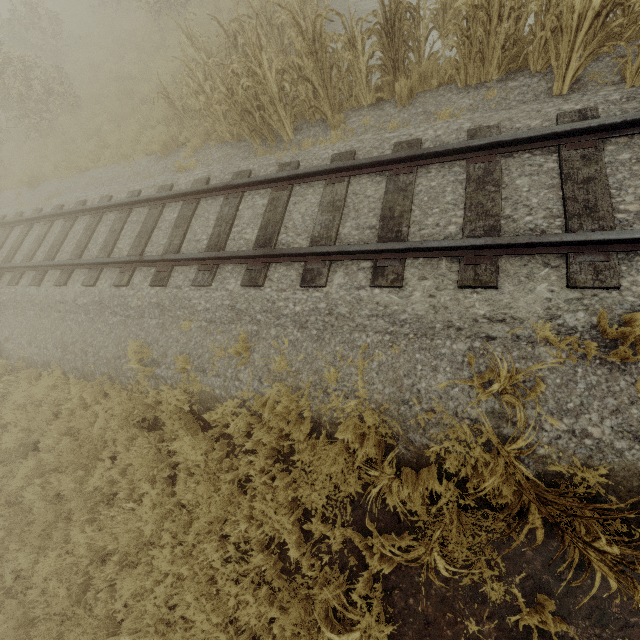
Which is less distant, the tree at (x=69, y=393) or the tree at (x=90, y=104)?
the tree at (x=69, y=393)

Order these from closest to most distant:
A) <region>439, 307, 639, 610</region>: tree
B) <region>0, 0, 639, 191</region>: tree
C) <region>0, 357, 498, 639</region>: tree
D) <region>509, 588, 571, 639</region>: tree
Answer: <region>439, 307, 639, 610</region>: tree, <region>509, 588, 571, 639</region>: tree, <region>0, 357, 498, 639</region>: tree, <region>0, 0, 639, 191</region>: tree

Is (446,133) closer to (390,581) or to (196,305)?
(196,305)

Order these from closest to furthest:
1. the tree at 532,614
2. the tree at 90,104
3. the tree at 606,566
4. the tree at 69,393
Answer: the tree at 606,566 → the tree at 532,614 → the tree at 69,393 → the tree at 90,104

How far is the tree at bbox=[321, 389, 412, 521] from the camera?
3.0m

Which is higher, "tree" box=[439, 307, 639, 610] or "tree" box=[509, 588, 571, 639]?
"tree" box=[439, 307, 639, 610]

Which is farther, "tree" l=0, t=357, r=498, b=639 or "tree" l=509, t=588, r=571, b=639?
"tree" l=0, t=357, r=498, b=639
